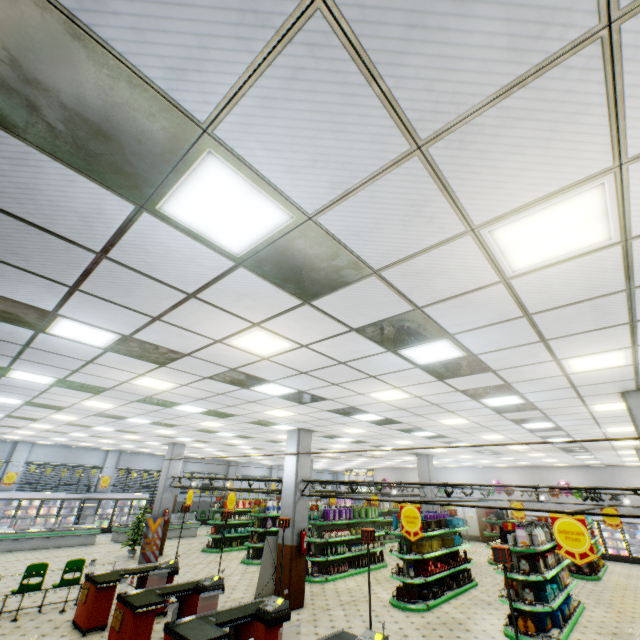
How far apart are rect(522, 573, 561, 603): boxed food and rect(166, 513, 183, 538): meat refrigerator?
19.58m

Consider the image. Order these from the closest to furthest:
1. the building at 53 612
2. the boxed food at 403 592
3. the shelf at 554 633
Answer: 1. the building at 53 612
2. the shelf at 554 633
3. the boxed food at 403 592

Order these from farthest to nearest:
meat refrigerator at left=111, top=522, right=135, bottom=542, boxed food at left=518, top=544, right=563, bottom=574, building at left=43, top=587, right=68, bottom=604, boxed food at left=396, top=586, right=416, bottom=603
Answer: meat refrigerator at left=111, top=522, right=135, bottom=542 → boxed food at left=396, top=586, right=416, bottom=603 → building at left=43, top=587, right=68, bottom=604 → boxed food at left=518, top=544, right=563, bottom=574

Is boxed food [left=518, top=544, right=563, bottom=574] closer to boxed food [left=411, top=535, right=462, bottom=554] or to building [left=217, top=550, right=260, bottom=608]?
building [left=217, top=550, right=260, bottom=608]

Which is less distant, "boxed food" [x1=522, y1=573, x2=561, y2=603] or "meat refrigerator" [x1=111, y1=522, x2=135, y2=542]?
"boxed food" [x1=522, y1=573, x2=561, y2=603]

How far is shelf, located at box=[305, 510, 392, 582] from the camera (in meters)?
12.33

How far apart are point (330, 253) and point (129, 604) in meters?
8.3

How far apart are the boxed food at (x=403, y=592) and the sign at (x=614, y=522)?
8.93m
